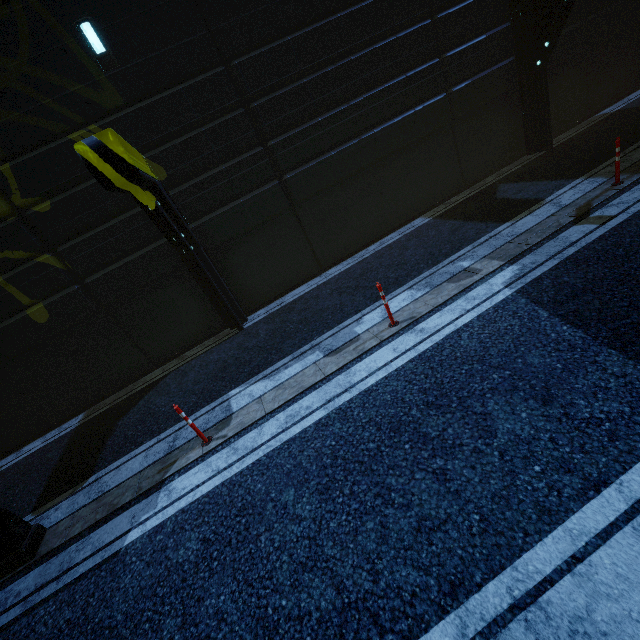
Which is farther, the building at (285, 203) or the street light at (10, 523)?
the building at (285, 203)

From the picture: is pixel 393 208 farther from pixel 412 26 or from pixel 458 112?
pixel 412 26

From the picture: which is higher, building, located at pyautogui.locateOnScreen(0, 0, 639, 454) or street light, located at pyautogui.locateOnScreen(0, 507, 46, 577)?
building, located at pyautogui.locateOnScreen(0, 0, 639, 454)

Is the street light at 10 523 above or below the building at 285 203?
below

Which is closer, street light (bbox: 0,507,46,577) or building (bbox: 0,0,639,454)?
street light (bbox: 0,507,46,577)
